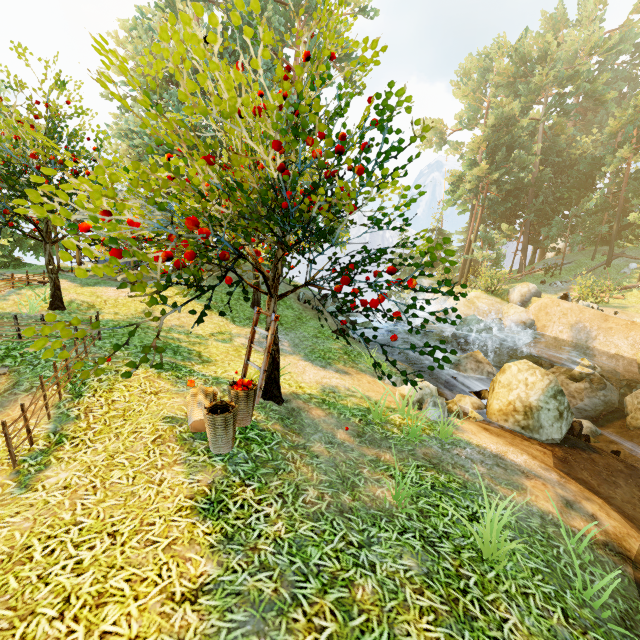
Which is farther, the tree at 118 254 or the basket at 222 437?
the basket at 222 437

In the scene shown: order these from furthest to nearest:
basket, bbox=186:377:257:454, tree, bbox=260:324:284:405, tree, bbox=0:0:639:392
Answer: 1. tree, bbox=260:324:284:405
2. basket, bbox=186:377:257:454
3. tree, bbox=0:0:639:392

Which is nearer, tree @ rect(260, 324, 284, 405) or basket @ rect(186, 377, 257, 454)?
basket @ rect(186, 377, 257, 454)

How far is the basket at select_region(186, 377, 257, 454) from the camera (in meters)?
4.62

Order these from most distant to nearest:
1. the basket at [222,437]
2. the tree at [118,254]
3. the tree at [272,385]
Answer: the tree at [272,385], the basket at [222,437], the tree at [118,254]

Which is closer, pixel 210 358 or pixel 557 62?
pixel 210 358

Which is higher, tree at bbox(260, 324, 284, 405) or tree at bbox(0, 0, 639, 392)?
tree at bbox(0, 0, 639, 392)
